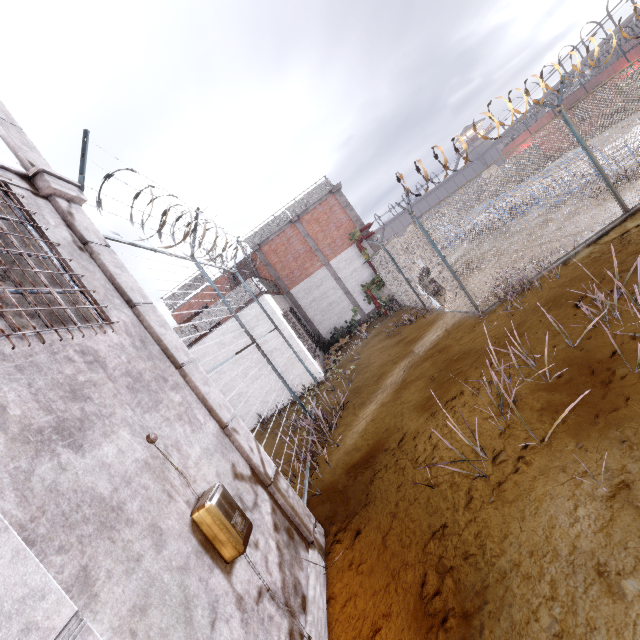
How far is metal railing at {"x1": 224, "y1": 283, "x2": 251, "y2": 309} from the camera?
12.7 meters

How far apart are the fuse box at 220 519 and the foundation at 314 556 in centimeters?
116cm

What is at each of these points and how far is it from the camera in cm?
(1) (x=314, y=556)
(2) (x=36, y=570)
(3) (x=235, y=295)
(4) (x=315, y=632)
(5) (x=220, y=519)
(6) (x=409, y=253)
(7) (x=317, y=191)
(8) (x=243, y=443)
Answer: (1) foundation, 422
(2) trim, 170
(3) metal railing, 1273
(4) foundation, 330
(5) fuse box, 293
(6) fence, 937
(7) metal railing, 1831
(8) trim, 439

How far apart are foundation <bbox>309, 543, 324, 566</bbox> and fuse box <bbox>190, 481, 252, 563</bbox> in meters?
1.2

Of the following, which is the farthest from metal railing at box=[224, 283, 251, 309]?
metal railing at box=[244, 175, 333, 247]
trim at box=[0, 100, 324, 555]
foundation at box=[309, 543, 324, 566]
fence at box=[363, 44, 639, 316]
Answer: foundation at box=[309, 543, 324, 566]

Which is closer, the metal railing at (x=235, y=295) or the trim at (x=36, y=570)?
the trim at (x=36, y=570)

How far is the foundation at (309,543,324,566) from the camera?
4.17m

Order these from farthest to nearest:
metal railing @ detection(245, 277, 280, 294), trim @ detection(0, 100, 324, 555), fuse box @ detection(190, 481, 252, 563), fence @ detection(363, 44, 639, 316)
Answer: metal railing @ detection(245, 277, 280, 294) → fence @ detection(363, 44, 639, 316) → trim @ detection(0, 100, 324, 555) → fuse box @ detection(190, 481, 252, 563)
